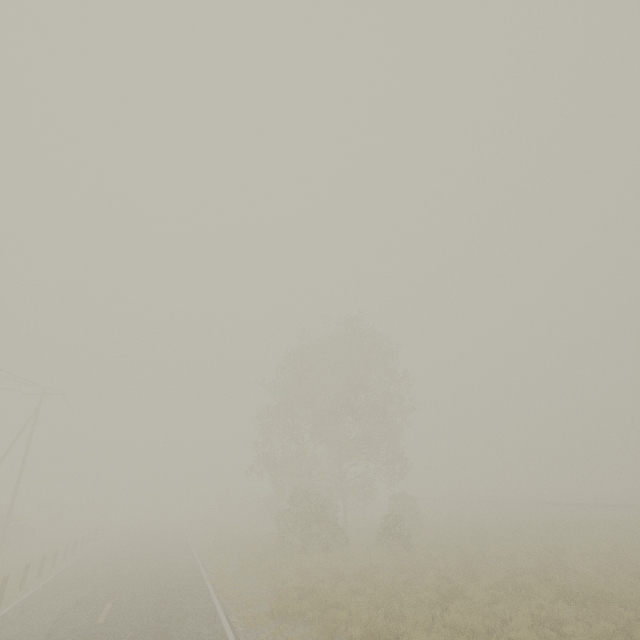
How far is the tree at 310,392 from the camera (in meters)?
20.64

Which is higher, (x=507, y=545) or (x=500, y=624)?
(x=507, y=545)

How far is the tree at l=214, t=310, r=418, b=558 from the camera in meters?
20.6 m
